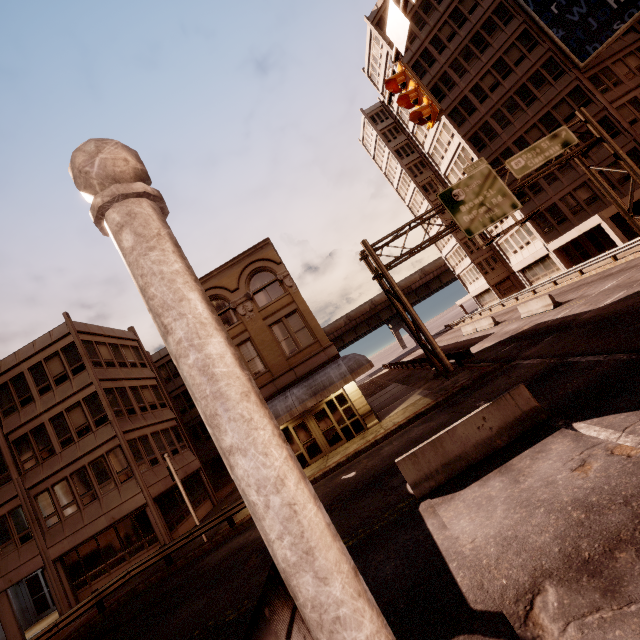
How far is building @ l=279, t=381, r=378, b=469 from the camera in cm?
1883

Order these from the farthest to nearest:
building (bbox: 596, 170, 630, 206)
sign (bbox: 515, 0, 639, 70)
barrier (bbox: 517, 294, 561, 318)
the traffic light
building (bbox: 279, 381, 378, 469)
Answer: building (bbox: 596, 170, 630, 206) → sign (bbox: 515, 0, 639, 70) → barrier (bbox: 517, 294, 561, 318) → building (bbox: 279, 381, 378, 469) → the traffic light

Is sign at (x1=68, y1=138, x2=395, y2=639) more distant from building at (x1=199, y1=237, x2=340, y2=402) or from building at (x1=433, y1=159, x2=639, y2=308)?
building at (x1=433, y1=159, x2=639, y2=308)

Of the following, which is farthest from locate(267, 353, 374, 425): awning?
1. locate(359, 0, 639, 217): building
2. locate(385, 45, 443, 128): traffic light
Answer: locate(359, 0, 639, 217): building

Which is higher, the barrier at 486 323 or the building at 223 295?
the building at 223 295

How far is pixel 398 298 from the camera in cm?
2052

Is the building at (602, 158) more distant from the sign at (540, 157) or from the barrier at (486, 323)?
the barrier at (486, 323)

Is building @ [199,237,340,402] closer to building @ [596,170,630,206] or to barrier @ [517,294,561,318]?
barrier @ [517,294,561,318]
